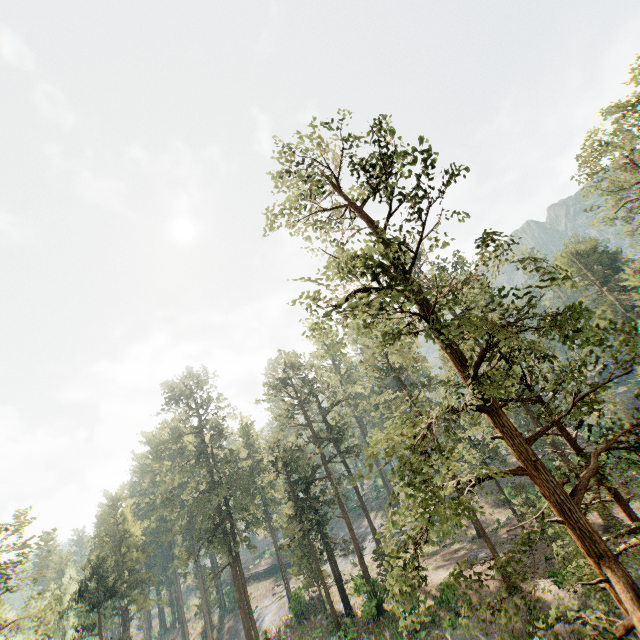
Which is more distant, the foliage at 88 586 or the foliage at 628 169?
the foliage at 628 169

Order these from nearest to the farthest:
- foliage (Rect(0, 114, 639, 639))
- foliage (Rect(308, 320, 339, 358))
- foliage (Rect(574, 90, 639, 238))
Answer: foliage (Rect(0, 114, 639, 639)) → foliage (Rect(308, 320, 339, 358)) → foliage (Rect(574, 90, 639, 238))

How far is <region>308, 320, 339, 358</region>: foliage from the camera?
12.5 meters

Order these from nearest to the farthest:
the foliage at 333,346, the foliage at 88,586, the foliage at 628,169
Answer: the foliage at 88,586 → the foliage at 333,346 → the foliage at 628,169

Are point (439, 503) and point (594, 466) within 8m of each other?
yes

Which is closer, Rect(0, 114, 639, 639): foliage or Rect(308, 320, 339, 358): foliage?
Rect(0, 114, 639, 639): foliage
